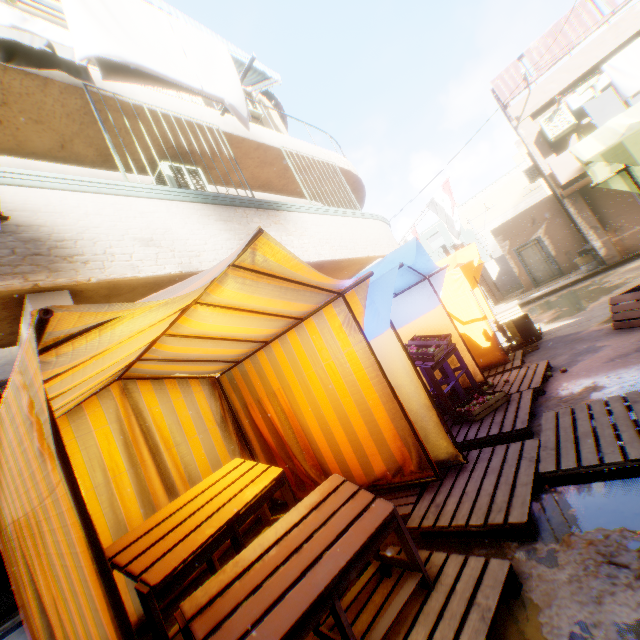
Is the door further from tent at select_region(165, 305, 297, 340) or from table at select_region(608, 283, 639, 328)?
table at select_region(608, 283, 639, 328)

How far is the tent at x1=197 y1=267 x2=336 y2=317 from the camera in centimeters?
265cm

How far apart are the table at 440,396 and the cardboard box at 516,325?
2.61m

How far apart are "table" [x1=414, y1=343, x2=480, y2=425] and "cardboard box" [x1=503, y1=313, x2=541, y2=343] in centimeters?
261cm

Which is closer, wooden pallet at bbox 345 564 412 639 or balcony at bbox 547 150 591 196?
wooden pallet at bbox 345 564 412 639

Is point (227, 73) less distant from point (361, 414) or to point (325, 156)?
point (325, 156)

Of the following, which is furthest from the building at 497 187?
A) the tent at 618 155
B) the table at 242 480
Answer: the table at 242 480

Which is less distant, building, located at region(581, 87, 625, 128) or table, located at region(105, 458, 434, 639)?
table, located at region(105, 458, 434, 639)
